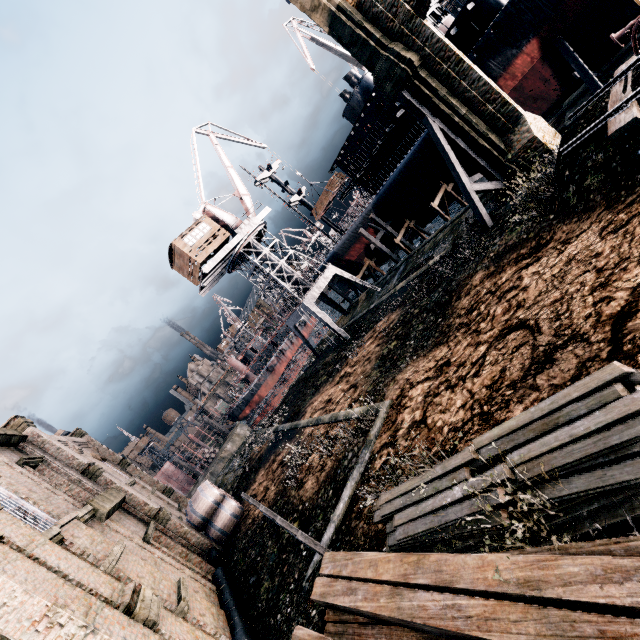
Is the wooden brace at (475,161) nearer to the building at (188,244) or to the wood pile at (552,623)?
the wood pile at (552,623)

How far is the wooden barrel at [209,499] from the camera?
19.0m

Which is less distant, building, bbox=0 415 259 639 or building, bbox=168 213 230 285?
building, bbox=0 415 259 639

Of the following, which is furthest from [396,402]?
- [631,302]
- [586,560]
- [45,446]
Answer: [45,446]

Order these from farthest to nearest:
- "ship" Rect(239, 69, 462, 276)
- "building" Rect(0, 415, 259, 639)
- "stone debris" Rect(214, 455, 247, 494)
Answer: "ship" Rect(239, 69, 462, 276)
"stone debris" Rect(214, 455, 247, 494)
"building" Rect(0, 415, 259, 639)

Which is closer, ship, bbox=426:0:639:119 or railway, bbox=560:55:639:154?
railway, bbox=560:55:639:154

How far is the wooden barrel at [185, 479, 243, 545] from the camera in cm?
1900

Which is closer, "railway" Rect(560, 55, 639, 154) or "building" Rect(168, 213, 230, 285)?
"railway" Rect(560, 55, 639, 154)
